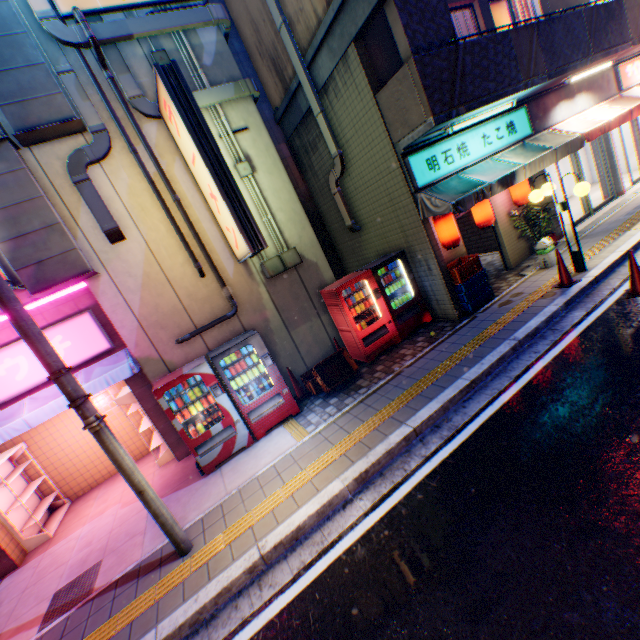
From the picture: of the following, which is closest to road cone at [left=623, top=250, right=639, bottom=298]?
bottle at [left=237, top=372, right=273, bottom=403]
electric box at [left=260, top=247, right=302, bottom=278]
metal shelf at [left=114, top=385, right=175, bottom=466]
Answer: electric box at [left=260, top=247, right=302, bottom=278]

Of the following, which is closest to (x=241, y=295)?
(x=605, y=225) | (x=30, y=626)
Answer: (x=30, y=626)

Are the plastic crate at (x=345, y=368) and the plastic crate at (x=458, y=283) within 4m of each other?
yes

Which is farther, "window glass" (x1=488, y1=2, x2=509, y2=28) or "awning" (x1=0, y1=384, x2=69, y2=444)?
"window glass" (x1=488, y1=2, x2=509, y2=28)

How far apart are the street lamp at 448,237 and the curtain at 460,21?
3.8m

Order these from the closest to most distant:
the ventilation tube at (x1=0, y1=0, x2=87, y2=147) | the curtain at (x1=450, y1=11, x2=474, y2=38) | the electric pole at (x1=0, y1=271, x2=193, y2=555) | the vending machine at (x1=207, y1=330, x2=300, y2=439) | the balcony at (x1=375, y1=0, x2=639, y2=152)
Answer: the electric pole at (x1=0, y1=271, x2=193, y2=555), the ventilation tube at (x1=0, y1=0, x2=87, y2=147), the balcony at (x1=375, y1=0, x2=639, y2=152), the vending machine at (x1=207, y1=330, x2=300, y2=439), the curtain at (x1=450, y1=11, x2=474, y2=38)

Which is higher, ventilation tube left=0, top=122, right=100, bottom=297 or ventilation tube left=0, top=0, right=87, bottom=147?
ventilation tube left=0, top=0, right=87, bottom=147

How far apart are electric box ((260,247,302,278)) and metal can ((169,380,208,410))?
2.8 meters
